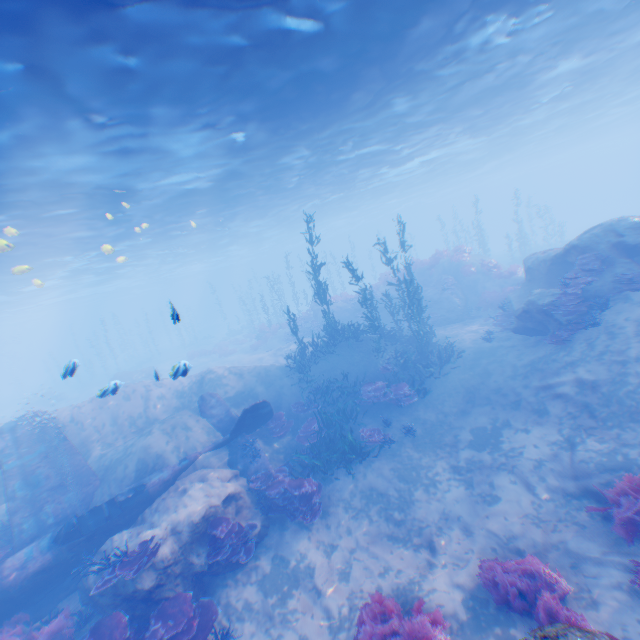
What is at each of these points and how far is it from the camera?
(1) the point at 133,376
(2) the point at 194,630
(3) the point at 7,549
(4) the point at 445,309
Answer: (1) rock, 30.0m
(2) instancedfoliageactor, 7.5m
(3) instancedfoliageactor, 10.3m
(4) rock, 22.3m

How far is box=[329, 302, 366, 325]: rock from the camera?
26.6m

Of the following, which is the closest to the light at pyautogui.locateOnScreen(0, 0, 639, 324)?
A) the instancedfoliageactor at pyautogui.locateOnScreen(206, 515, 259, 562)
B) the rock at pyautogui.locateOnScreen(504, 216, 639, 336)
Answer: the rock at pyautogui.locateOnScreen(504, 216, 639, 336)

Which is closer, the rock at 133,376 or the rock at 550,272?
the rock at 133,376

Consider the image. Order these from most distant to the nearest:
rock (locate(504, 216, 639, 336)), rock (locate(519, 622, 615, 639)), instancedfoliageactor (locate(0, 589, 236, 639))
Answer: rock (locate(504, 216, 639, 336)), instancedfoliageactor (locate(0, 589, 236, 639)), rock (locate(519, 622, 615, 639))

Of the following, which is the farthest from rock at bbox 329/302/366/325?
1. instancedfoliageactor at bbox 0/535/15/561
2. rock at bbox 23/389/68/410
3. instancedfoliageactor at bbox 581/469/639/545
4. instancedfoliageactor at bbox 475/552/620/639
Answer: rock at bbox 23/389/68/410

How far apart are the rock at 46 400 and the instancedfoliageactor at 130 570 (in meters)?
35.92
